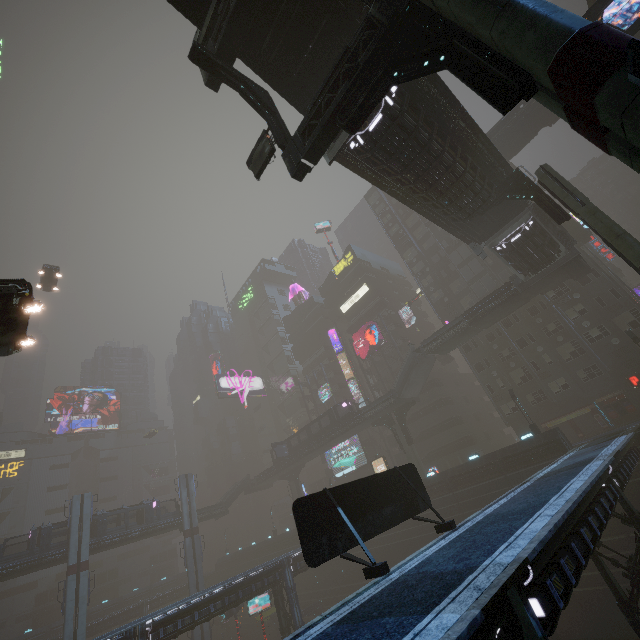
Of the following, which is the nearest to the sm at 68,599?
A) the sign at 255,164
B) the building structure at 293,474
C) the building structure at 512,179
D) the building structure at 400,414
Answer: the building structure at 293,474

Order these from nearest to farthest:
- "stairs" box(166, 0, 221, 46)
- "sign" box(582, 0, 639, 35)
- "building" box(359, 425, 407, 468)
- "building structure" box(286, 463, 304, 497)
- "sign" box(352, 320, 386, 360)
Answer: "stairs" box(166, 0, 221, 46), "sign" box(582, 0, 639, 35), "building" box(359, 425, 407, 468), "sign" box(352, 320, 386, 360), "building structure" box(286, 463, 304, 497)

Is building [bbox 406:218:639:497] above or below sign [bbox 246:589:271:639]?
above

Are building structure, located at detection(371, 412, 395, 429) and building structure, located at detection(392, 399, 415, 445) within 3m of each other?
yes

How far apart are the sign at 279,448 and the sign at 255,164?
48.4m

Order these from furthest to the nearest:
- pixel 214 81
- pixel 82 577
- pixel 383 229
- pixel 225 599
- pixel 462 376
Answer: pixel 383 229 → pixel 462 376 → pixel 82 577 → pixel 225 599 → pixel 214 81

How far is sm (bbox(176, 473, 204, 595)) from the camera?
46.1 meters

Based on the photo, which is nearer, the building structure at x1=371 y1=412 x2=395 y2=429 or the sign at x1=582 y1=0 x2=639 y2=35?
the sign at x1=582 y1=0 x2=639 y2=35
